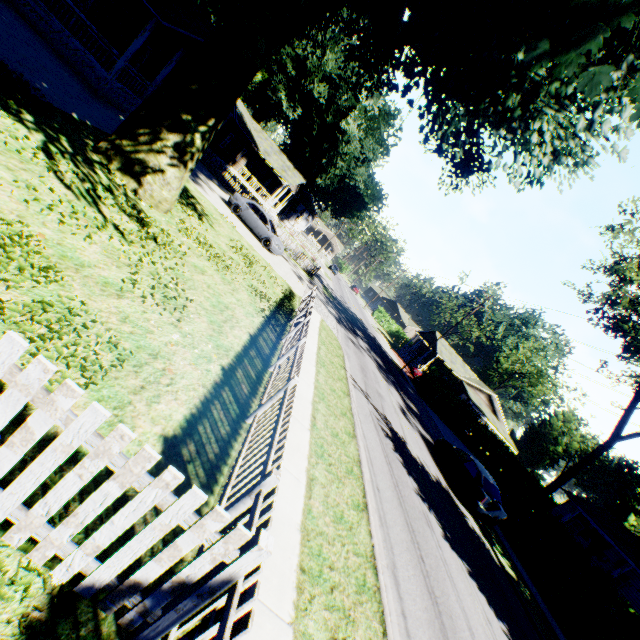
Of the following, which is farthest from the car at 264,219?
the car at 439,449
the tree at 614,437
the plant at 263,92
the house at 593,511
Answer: the house at 593,511

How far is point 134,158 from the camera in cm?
980

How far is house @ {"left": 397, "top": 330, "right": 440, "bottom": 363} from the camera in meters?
49.0

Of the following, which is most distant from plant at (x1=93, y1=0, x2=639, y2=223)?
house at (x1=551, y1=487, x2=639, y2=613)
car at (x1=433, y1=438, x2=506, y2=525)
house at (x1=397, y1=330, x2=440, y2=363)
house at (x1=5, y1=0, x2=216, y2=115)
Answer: house at (x1=397, y1=330, x2=440, y2=363)

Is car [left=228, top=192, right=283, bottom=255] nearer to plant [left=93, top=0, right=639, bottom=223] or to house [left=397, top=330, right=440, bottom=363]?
plant [left=93, top=0, right=639, bottom=223]

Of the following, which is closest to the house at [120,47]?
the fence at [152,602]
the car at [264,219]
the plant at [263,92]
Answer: the plant at [263,92]

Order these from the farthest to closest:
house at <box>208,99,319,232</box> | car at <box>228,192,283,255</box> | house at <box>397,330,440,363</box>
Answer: house at <box>397,330,440,363</box> < house at <box>208,99,319,232</box> < car at <box>228,192,283,255</box>
